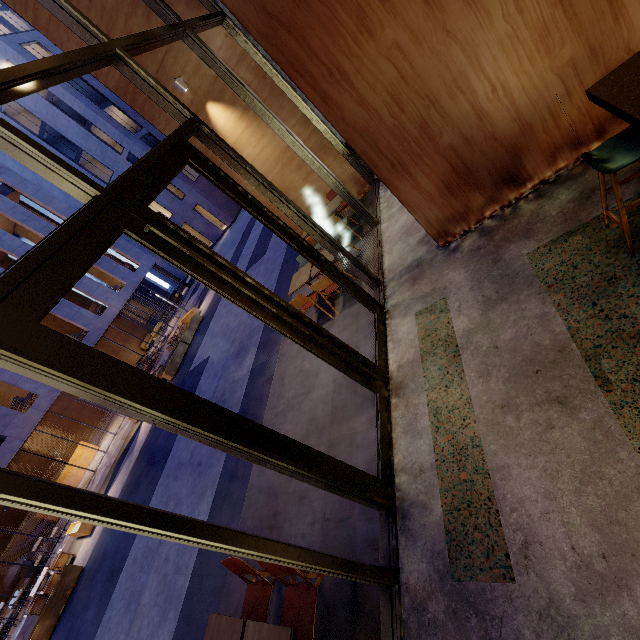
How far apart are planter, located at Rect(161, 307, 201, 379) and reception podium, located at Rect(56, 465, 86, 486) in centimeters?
893cm

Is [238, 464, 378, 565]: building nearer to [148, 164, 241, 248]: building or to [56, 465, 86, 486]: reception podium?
[56, 465, 86, 486]: reception podium

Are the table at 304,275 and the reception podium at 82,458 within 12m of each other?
no

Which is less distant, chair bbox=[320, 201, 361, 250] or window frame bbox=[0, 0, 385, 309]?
window frame bbox=[0, 0, 385, 309]

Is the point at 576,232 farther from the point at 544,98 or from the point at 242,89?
the point at 242,89

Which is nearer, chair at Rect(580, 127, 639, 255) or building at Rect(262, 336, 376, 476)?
chair at Rect(580, 127, 639, 255)

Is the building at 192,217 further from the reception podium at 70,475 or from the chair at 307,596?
the chair at 307,596

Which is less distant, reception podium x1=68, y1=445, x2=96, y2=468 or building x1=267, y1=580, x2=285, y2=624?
building x1=267, y1=580, x2=285, y2=624
